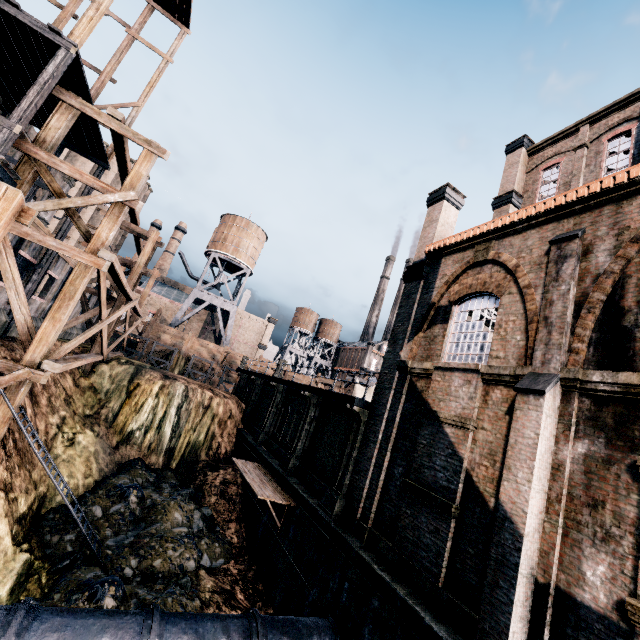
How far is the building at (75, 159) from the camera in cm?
5203

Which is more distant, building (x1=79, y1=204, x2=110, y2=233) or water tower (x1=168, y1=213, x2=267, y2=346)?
building (x1=79, y1=204, x2=110, y2=233)

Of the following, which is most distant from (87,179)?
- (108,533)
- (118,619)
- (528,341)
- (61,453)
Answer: (528,341)

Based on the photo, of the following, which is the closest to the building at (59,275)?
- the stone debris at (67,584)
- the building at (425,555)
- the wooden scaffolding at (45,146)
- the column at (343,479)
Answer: the wooden scaffolding at (45,146)

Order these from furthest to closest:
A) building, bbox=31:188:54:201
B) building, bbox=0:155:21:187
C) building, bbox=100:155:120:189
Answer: building, bbox=100:155:120:189
building, bbox=31:188:54:201
building, bbox=0:155:21:187

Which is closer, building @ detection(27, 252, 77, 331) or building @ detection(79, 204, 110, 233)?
building @ detection(27, 252, 77, 331)

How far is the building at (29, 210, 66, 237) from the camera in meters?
15.9

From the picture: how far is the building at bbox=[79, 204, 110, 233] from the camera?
52.72m
